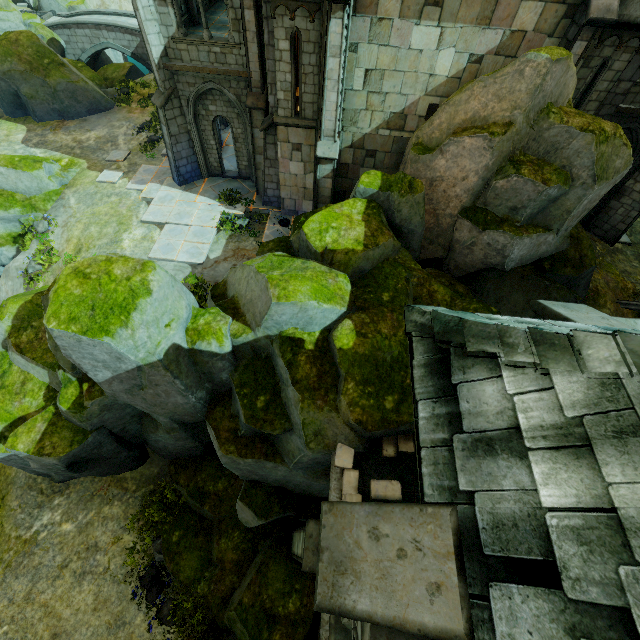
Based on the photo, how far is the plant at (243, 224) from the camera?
14.67m

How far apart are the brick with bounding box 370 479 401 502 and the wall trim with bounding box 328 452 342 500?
0.6 meters

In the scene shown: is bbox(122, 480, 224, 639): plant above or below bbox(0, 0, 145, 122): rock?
below

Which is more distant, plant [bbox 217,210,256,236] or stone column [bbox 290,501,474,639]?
plant [bbox 217,210,256,236]

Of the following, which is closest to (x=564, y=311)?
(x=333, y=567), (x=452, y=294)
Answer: (x=333, y=567)

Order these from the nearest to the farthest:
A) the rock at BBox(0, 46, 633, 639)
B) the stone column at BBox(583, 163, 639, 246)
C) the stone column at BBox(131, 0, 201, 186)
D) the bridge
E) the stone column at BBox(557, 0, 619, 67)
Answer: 1. the rock at BBox(0, 46, 633, 639)
2. the stone column at BBox(557, 0, 619, 67)
3. the stone column at BBox(131, 0, 201, 186)
4. the stone column at BBox(583, 163, 639, 246)
5. the bridge

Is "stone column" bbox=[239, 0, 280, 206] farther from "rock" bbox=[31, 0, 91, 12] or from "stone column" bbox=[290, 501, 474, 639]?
"rock" bbox=[31, 0, 91, 12]

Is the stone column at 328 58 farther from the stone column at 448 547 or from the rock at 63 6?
the rock at 63 6
